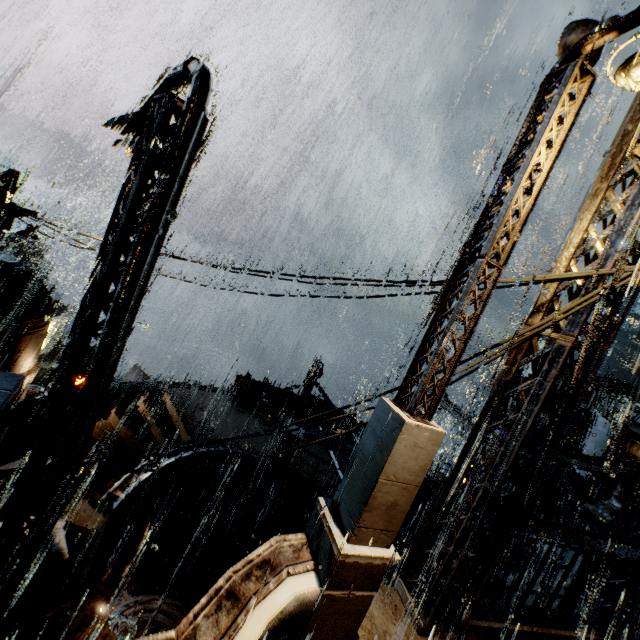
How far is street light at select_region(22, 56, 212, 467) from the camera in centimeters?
502cm

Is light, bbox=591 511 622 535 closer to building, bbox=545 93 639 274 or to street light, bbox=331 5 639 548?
building, bbox=545 93 639 274

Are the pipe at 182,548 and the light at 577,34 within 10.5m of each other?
no

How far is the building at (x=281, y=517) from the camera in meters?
13.1 m

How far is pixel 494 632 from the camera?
5.27m

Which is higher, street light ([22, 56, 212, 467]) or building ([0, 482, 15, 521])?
street light ([22, 56, 212, 467])

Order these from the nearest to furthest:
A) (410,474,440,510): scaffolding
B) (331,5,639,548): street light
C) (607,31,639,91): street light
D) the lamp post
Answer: (607,31,639,91): street light
(331,5,639,548): street light
(410,474,440,510): scaffolding
the lamp post
